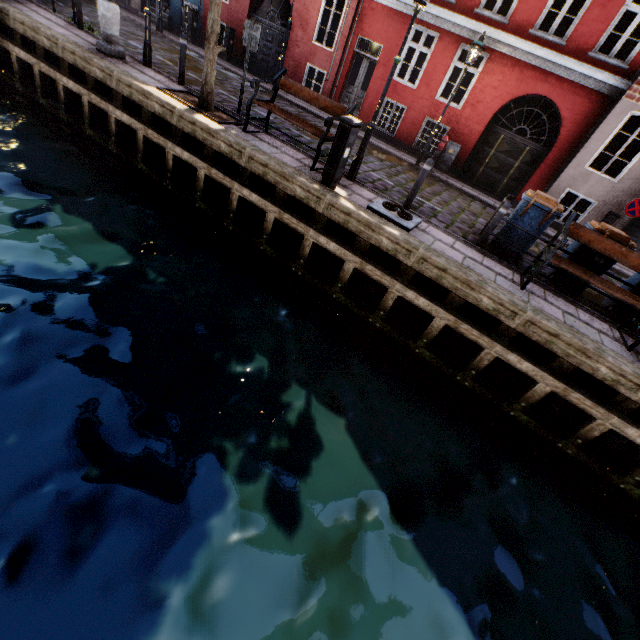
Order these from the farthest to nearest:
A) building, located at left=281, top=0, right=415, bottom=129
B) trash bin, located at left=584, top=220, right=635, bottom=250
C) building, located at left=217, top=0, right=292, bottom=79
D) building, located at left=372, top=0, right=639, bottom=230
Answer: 1. building, located at left=217, top=0, right=292, bottom=79
2. building, located at left=281, top=0, right=415, bottom=129
3. building, located at left=372, top=0, right=639, bottom=230
4. trash bin, located at left=584, top=220, right=635, bottom=250

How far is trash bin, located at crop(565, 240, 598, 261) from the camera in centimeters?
646cm

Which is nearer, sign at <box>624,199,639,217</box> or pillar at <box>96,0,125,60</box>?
pillar at <box>96,0,125,60</box>

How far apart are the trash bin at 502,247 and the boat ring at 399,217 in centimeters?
178cm

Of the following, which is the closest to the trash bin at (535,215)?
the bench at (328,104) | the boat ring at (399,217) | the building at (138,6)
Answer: the boat ring at (399,217)

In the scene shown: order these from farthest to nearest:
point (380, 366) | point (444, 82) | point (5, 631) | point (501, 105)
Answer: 1. point (444, 82)
2. point (501, 105)
3. point (380, 366)
4. point (5, 631)

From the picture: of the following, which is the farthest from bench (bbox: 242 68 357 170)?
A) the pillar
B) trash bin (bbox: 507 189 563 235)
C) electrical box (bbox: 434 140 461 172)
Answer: electrical box (bbox: 434 140 461 172)

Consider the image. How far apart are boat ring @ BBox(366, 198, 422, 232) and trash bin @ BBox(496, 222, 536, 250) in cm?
178
